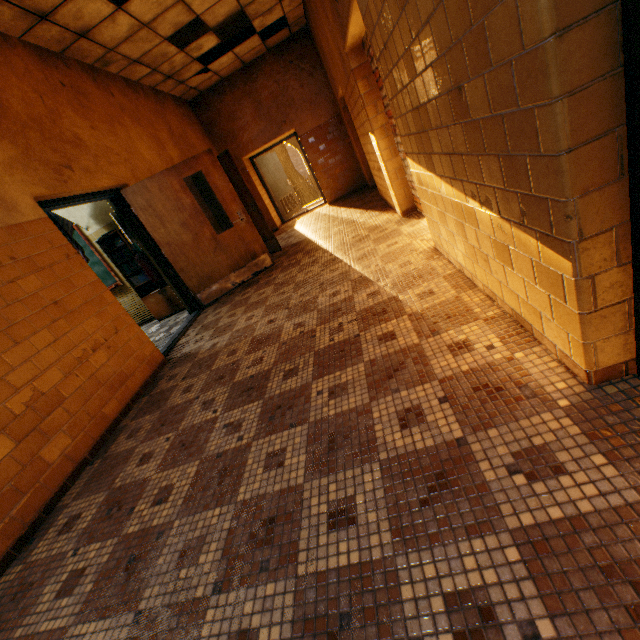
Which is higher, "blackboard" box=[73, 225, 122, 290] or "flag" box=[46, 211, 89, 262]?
"flag" box=[46, 211, 89, 262]

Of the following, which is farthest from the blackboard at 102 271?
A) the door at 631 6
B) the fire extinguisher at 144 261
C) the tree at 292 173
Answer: the tree at 292 173

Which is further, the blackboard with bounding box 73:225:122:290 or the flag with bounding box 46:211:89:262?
the blackboard with bounding box 73:225:122:290

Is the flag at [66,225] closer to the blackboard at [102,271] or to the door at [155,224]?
the blackboard at [102,271]

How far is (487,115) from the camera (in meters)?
1.28

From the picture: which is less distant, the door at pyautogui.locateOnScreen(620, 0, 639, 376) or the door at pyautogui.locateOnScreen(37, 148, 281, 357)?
the door at pyautogui.locateOnScreen(620, 0, 639, 376)

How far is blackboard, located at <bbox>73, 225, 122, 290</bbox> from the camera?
6.1m

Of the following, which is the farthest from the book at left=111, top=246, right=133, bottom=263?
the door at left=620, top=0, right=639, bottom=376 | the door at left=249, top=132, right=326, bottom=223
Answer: the door at left=620, top=0, right=639, bottom=376
